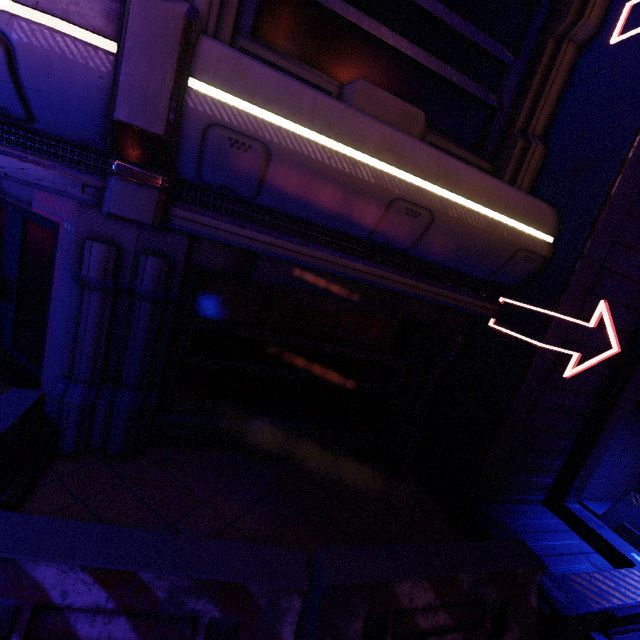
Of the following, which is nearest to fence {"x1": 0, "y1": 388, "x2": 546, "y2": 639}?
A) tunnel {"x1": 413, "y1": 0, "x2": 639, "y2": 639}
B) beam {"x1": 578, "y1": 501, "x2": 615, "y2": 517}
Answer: tunnel {"x1": 413, "y1": 0, "x2": 639, "y2": 639}

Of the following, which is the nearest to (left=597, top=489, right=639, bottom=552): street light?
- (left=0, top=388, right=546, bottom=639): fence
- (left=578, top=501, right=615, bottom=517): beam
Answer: (left=578, top=501, right=615, bottom=517): beam

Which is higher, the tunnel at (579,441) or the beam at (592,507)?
the tunnel at (579,441)

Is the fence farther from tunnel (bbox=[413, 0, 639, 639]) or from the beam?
the beam

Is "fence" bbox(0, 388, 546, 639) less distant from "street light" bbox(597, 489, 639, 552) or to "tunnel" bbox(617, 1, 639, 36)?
"tunnel" bbox(617, 1, 639, 36)

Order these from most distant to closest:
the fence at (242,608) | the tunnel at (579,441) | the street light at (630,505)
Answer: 1. the street light at (630,505)
2. the tunnel at (579,441)
3. the fence at (242,608)

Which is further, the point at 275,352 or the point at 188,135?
the point at 275,352

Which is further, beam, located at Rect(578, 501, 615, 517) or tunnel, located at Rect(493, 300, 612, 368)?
beam, located at Rect(578, 501, 615, 517)
